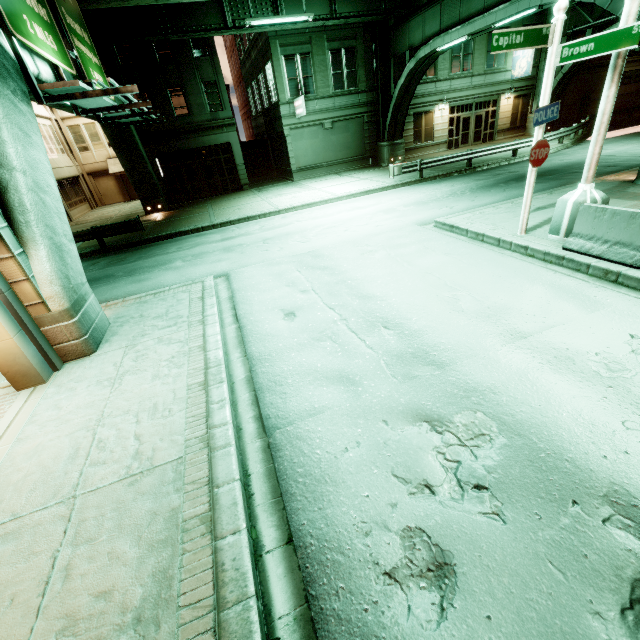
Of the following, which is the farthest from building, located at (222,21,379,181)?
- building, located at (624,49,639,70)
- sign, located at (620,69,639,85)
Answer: sign, located at (620,69,639,85)

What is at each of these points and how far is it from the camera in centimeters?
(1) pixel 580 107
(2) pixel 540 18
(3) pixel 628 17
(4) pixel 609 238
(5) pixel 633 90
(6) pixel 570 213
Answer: (1) building, 3225cm
(2) building, 2692cm
(3) street light, 598cm
(4) barrier, 678cm
(5) building, 3312cm
(6) street light, 768cm

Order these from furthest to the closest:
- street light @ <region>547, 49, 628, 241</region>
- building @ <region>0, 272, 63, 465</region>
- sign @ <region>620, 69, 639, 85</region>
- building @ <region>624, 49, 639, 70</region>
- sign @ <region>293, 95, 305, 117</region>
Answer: sign @ <region>620, 69, 639, 85</region>, building @ <region>624, 49, 639, 70</region>, sign @ <region>293, 95, 305, 117</region>, street light @ <region>547, 49, 628, 241</region>, building @ <region>0, 272, 63, 465</region>

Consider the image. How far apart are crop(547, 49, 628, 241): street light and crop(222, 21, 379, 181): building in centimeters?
2153cm

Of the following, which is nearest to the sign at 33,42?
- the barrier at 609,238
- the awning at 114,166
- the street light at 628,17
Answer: the street light at 628,17

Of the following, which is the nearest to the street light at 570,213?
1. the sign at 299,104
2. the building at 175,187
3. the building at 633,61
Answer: the sign at 299,104

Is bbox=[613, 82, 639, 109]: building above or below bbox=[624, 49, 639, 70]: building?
below

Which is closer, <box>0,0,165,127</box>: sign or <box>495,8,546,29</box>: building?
<box>0,0,165,127</box>: sign
